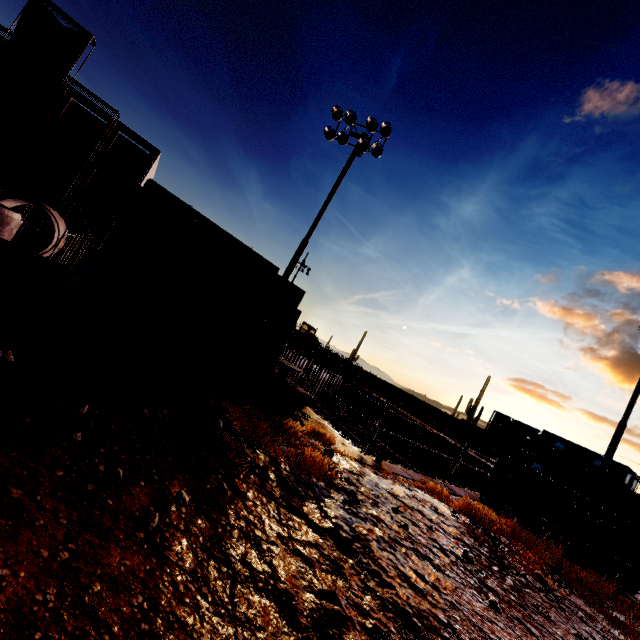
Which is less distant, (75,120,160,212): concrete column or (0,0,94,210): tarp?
(0,0,94,210): tarp

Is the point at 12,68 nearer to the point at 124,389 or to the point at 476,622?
the point at 124,389

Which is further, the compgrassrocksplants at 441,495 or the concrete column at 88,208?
the concrete column at 88,208

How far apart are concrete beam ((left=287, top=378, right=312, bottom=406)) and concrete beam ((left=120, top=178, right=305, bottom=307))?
2.7m

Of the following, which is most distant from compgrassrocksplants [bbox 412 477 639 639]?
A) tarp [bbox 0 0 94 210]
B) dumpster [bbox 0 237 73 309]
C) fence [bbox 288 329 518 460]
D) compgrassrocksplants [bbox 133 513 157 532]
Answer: tarp [bbox 0 0 94 210]

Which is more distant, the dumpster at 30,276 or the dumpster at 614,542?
the dumpster at 614,542

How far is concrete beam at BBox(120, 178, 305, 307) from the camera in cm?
615

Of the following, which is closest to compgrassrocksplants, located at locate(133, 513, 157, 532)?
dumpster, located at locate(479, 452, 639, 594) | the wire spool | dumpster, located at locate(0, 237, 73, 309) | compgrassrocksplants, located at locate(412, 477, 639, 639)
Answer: the wire spool
